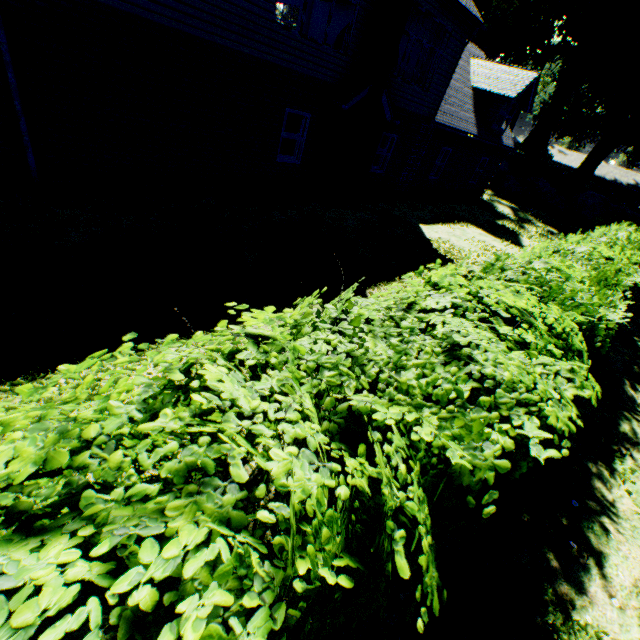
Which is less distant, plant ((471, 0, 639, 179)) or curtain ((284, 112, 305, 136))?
curtain ((284, 112, 305, 136))

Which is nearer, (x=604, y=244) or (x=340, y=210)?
(x=604, y=244)

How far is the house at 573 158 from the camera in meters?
56.8 m

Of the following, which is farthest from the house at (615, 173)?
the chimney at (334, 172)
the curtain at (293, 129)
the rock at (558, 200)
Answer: the curtain at (293, 129)

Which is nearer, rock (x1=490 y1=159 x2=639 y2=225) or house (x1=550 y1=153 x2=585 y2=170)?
rock (x1=490 y1=159 x2=639 y2=225)

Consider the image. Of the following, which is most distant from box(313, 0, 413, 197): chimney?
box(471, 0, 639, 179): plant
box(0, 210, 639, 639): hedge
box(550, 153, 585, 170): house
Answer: box(550, 153, 585, 170): house

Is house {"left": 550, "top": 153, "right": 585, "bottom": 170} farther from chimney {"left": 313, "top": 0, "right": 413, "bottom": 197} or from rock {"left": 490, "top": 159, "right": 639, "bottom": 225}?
chimney {"left": 313, "top": 0, "right": 413, "bottom": 197}

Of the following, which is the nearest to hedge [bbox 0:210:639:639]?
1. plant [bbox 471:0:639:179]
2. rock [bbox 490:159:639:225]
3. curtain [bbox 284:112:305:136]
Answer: curtain [bbox 284:112:305:136]
